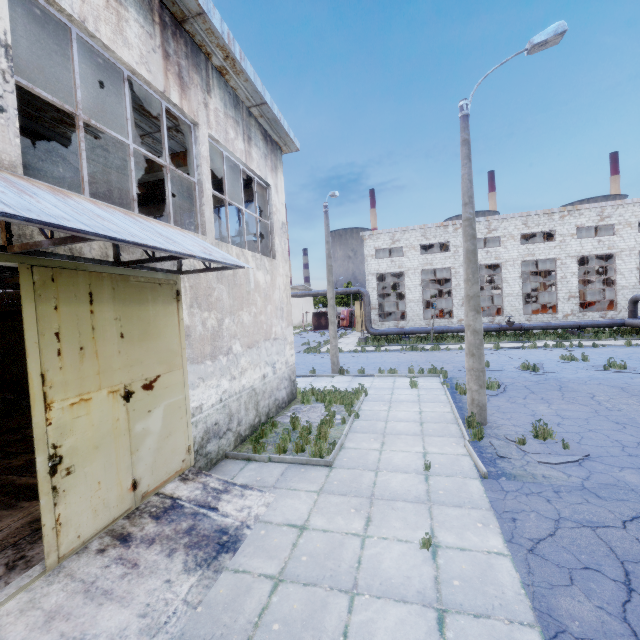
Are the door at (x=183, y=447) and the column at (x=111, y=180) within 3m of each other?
no

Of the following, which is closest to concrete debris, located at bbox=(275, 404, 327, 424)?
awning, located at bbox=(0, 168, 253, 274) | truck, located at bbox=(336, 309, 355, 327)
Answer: awning, located at bbox=(0, 168, 253, 274)

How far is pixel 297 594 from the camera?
4.0m

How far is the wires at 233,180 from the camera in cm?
1277

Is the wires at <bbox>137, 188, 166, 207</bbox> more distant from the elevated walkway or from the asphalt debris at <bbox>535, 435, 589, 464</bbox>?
the asphalt debris at <bbox>535, 435, 589, 464</bbox>

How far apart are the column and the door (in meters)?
5.28

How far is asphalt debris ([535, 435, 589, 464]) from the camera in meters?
A: 6.6 m

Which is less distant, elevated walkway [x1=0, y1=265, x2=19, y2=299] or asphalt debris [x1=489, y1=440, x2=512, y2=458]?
elevated walkway [x1=0, y1=265, x2=19, y2=299]
